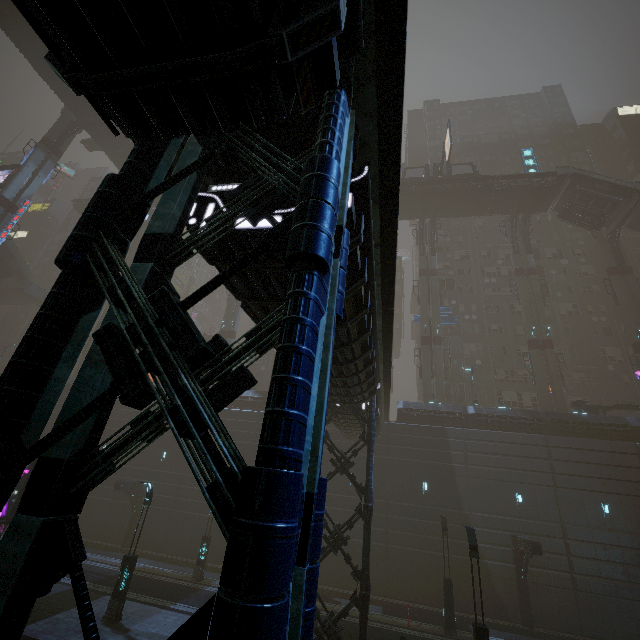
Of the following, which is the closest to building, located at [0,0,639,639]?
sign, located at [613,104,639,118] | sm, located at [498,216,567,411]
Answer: sign, located at [613,104,639,118]

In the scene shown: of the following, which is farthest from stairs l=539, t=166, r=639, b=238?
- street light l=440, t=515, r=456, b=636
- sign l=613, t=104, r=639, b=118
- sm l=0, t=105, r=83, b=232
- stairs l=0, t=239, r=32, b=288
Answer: stairs l=0, t=239, r=32, b=288

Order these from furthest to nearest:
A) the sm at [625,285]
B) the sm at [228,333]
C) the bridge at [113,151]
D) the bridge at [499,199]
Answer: the sm at [228,333] → the bridge at [499,199] → the sm at [625,285] → the bridge at [113,151]

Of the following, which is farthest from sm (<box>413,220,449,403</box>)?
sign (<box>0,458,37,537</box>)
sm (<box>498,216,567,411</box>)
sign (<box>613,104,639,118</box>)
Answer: sign (<box>613,104,639,118</box>)

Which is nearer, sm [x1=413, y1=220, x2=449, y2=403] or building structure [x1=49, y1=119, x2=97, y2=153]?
sm [x1=413, y1=220, x2=449, y2=403]

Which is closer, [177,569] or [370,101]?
[370,101]

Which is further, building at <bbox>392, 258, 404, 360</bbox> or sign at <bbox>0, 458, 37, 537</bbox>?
building at <bbox>392, 258, 404, 360</bbox>

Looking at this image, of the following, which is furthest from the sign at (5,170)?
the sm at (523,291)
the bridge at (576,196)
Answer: the bridge at (576,196)
